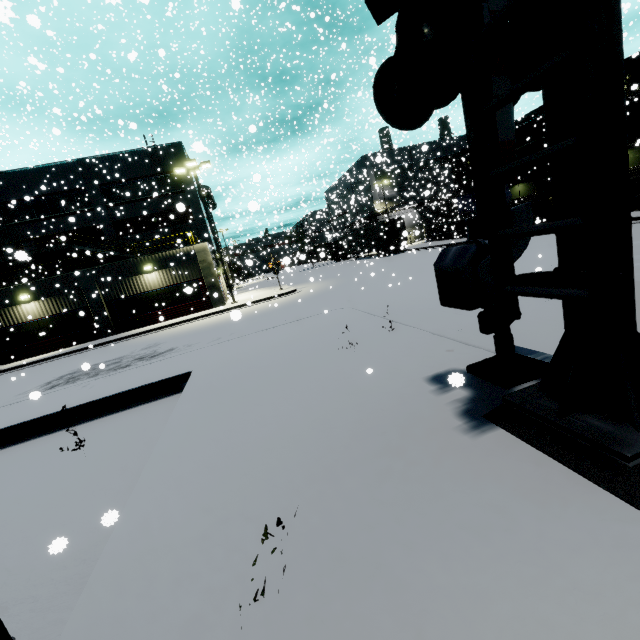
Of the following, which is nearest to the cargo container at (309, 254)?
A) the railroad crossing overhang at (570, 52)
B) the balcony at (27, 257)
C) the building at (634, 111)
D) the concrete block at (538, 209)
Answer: the building at (634, 111)

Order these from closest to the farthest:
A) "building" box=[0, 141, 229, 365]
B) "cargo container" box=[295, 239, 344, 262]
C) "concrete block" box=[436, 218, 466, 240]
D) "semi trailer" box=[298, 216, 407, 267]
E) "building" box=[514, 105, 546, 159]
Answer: "cargo container" box=[295, 239, 344, 262] < "building" box=[0, 141, 229, 365] < "building" box=[514, 105, 546, 159] < "concrete block" box=[436, 218, 466, 240] < "semi trailer" box=[298, 216, 407, 267]

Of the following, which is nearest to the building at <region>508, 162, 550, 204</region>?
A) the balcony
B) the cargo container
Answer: the balcony

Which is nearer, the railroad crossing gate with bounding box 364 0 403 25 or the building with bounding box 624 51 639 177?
the railroad crossing gate with bounding box 364 0 403 25

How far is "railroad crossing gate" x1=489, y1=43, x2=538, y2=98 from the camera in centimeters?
321cm

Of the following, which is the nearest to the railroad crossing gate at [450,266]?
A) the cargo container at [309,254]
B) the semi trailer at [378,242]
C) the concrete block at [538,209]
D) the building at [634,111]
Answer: the building at [634,111]

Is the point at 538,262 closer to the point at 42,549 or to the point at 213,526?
the point at 213,526
